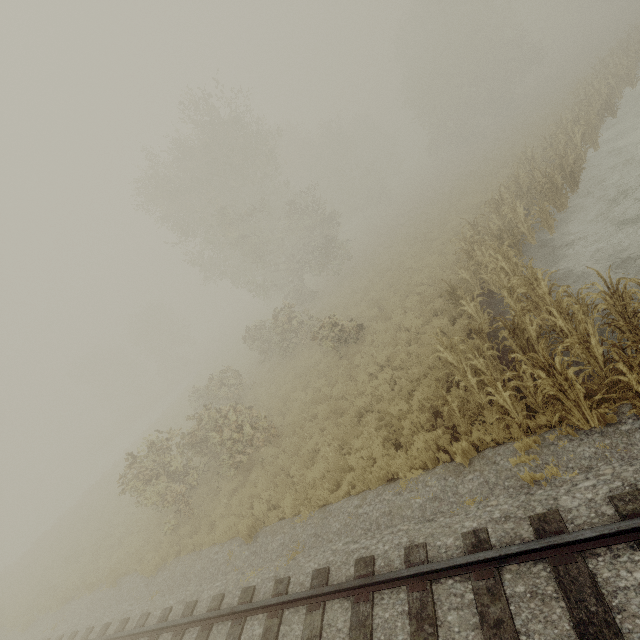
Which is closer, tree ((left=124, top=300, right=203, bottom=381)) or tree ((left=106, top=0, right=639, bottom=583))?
tree ((left=106, top=0, right=639, bottom=583))

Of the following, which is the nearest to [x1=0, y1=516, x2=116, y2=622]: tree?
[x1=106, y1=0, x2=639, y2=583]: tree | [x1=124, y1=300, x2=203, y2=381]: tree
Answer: [x1=106, y1=0, x2=639, y2=583]: tree

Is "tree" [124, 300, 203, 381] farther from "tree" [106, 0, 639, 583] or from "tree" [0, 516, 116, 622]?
"tree" [0, 516, 116, 622]

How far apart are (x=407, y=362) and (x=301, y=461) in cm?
468

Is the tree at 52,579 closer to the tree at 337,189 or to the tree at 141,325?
the tree at 337,189

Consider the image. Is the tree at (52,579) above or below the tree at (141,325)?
Result: below

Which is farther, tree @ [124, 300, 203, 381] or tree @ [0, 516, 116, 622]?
tree @ [124, 300, 203, 381]
